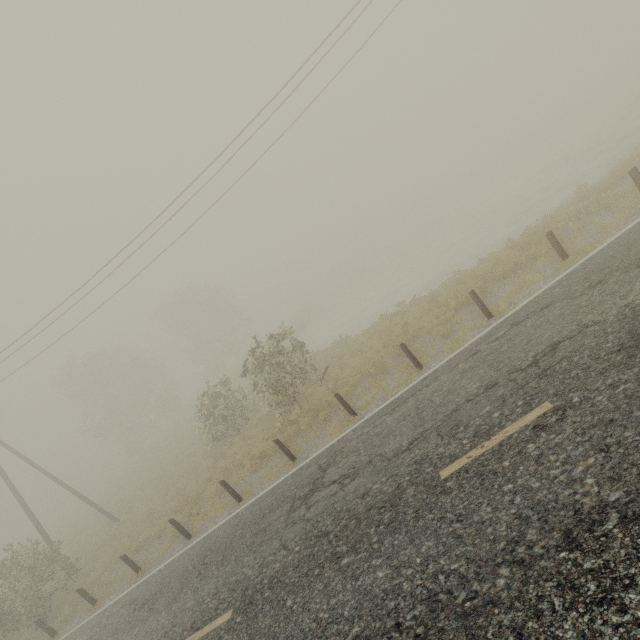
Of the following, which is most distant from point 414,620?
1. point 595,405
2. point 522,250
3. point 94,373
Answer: point 94,373
